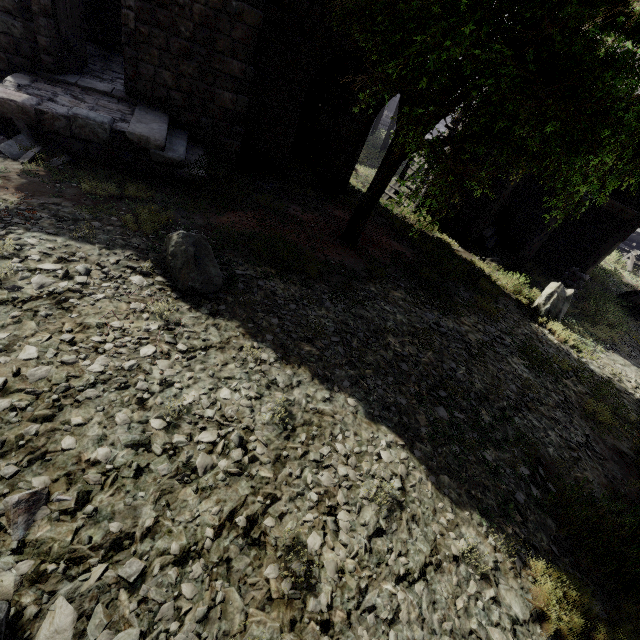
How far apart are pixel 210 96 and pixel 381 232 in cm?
702

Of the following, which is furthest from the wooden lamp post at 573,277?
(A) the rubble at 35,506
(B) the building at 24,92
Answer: (A) the rubble at 35,506

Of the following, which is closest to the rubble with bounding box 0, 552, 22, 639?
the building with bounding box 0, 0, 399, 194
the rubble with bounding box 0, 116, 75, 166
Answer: the building with bounding box 0, 0, 399, 194

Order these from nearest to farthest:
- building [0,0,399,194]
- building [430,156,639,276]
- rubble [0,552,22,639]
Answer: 1. rubble [0,552,22,639]
2. building [0,0,399,194]
3. building [430,156,639,276]

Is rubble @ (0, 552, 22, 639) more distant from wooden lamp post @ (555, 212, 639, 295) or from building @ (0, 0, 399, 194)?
wooden lamp post @ (555, 212, 639, 295)

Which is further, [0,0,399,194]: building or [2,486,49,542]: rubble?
[0,0,399,194]: building

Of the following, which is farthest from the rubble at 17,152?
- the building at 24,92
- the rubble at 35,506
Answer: the rubble at 35,506

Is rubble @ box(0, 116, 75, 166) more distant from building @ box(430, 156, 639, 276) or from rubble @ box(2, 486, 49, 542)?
rubble @ box(2, 486, 49, 542)
